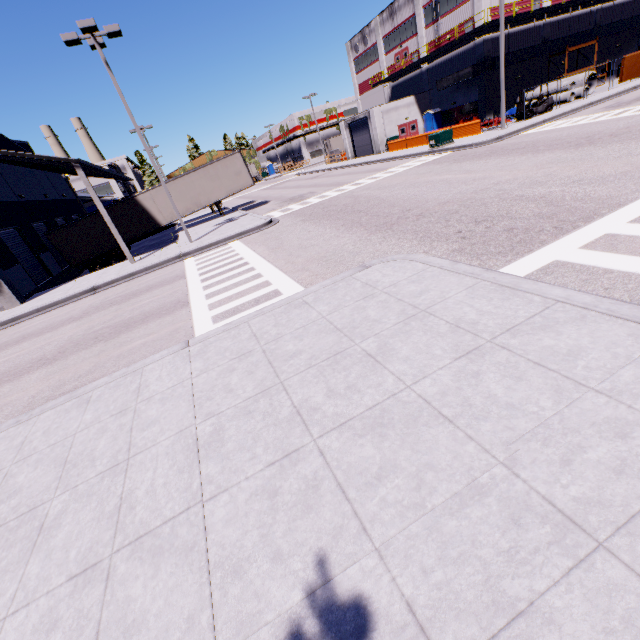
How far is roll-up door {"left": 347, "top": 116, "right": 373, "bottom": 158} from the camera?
40.2m

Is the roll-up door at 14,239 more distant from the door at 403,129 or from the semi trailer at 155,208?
the door at 403,129

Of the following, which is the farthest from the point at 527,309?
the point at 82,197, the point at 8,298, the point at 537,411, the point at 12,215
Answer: the point at 82,197

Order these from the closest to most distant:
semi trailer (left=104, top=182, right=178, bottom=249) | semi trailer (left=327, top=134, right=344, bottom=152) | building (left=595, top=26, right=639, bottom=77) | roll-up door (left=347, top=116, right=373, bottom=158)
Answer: semi trailer (left=104, top=182, right=178, bottom=249) → building (left=595, top=26, right=639, bottom=77) → roll-up door (left=347, top=116, right=373, bottom=158) → semi trailer (left=327, top=134, right=344, bottom=152)

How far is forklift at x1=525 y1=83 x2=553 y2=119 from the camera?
26.5 meters

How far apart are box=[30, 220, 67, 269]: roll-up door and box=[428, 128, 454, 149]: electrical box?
29.9m

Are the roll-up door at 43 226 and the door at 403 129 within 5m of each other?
no

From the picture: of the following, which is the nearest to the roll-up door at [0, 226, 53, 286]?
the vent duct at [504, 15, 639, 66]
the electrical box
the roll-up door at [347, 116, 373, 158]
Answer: the electrical box
